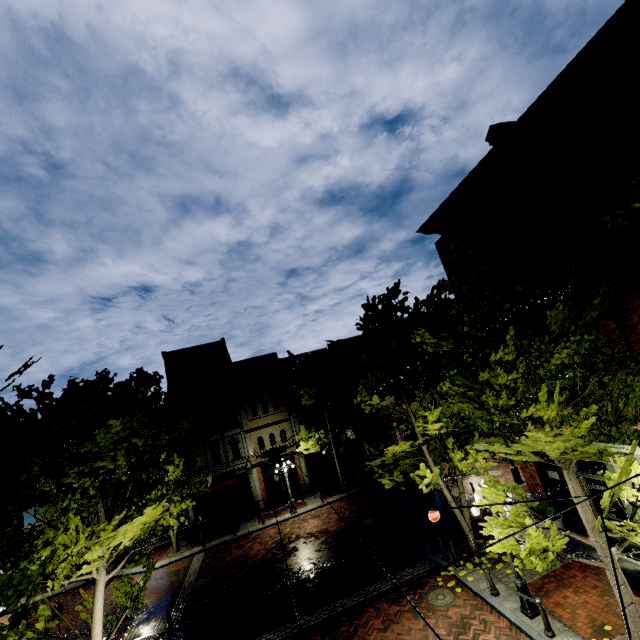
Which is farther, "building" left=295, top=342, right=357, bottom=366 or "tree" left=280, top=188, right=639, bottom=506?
"building" left=295, top=342, right=357, bottom=366

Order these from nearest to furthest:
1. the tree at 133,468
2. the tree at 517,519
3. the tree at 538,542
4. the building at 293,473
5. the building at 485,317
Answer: the tree at 133,468 < the tree at 538,542 < the tree at 517,519 < the building at 485,317 < the building at 293,473

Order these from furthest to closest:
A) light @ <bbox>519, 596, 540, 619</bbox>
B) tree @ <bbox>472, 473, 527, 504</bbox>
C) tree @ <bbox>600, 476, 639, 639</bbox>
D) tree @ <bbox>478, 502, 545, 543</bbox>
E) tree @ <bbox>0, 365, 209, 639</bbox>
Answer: light @ <bbox>519, 596, 540, 619</bbox> → tree @ <bbox>472, 473, 527, 504</bbox> → tree @ <bbox>478, 502, 545, 543</bbox> → tree @ <bbox>600, 476, 639, 639</bbox> → tree @ <bbox>0, 365, 209, 639</bbox>

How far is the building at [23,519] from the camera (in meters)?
22.60

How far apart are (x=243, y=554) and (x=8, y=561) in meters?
15.6 m

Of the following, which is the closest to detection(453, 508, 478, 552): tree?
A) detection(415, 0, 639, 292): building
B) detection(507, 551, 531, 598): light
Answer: detection(415, 0, 639, 292): building

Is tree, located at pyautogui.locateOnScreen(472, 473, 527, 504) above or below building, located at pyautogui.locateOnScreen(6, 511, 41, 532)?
below

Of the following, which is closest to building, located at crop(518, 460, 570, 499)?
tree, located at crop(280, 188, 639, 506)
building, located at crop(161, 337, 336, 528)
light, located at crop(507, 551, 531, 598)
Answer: tree, located at crop(280, 188, 639, 506)
